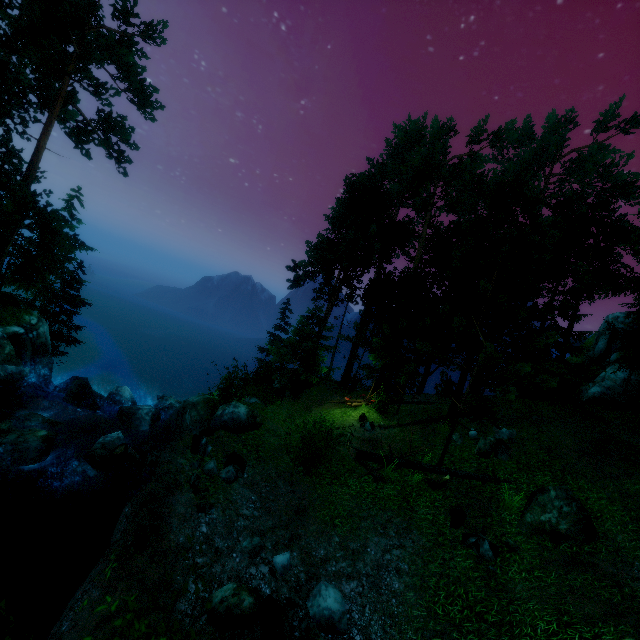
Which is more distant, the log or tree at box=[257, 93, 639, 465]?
tree at box=[257, 93, 639, 465]

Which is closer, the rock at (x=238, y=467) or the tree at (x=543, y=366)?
the rock at (x=238, y=467)

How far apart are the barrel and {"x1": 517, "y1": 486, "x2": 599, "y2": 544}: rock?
13.6 meters

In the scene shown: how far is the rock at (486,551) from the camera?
8.8m

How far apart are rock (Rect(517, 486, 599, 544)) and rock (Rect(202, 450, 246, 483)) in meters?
8.8

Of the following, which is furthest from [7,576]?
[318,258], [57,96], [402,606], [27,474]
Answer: [57,96]

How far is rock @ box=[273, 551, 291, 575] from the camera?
8.1m

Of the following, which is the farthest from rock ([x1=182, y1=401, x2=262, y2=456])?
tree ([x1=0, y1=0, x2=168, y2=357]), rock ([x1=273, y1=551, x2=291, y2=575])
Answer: rock ([x1=273, y1=551, x2=291, y2=575])
